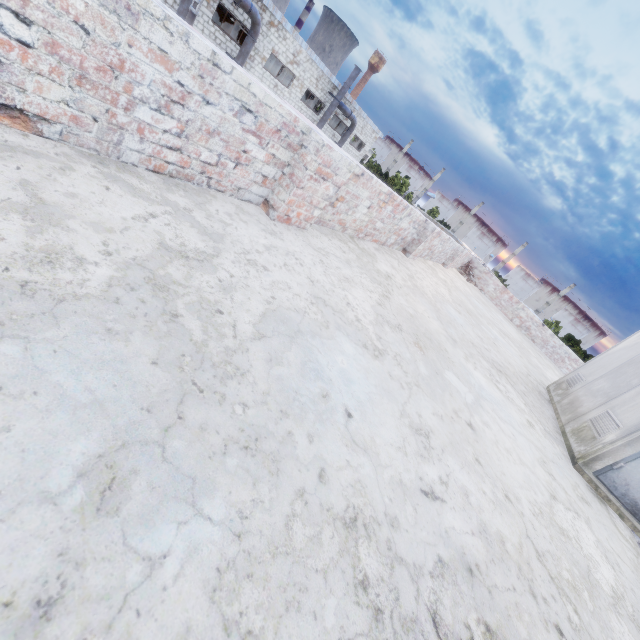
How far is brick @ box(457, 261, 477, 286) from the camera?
13.3 meters

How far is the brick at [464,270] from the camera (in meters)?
13.34

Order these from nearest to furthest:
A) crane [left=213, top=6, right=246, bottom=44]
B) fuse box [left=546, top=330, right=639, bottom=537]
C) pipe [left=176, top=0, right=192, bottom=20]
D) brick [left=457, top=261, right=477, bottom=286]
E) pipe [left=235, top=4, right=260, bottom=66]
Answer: fuse box [left=546, top=330, right=639, bottom=537]
brick [left=457, top=261, right=477, bottom=286]
pipe [left=176, top=0, right=192, bottom=20]
pipe [left=235, top=4, right=260, bottom=66]
crane [left=213, top=6, right=246, bottom=44]

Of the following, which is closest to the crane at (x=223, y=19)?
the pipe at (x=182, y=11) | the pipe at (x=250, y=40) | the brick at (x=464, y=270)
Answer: the pipe at (x=250, y=40)

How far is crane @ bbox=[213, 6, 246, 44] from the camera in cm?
2317

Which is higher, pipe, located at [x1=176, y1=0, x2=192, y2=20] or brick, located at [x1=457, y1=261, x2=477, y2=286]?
brick, located at [x1=457, y1=261, x2=477, y2=286]

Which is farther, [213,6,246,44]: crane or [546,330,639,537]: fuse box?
[213,6,246,44]: crane

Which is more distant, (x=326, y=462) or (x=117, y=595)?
(x=326, y=462)
